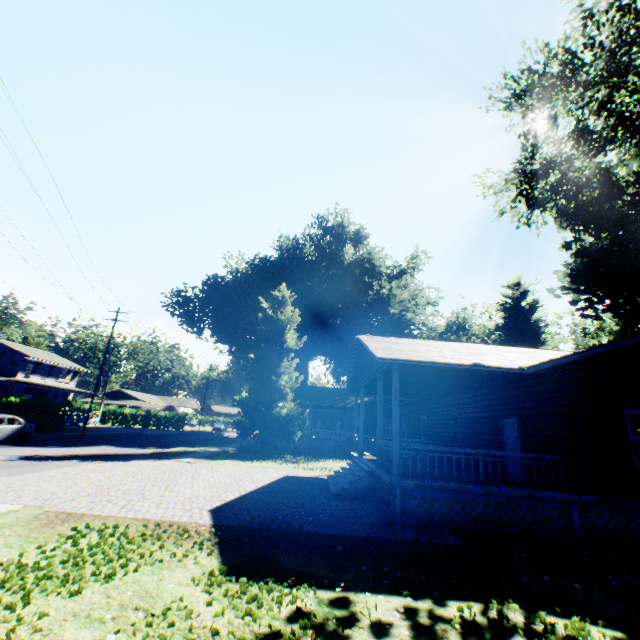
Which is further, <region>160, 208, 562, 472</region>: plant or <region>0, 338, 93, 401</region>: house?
<region>0, 338, 93, 401</region>: house

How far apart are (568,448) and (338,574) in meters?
8.1 m

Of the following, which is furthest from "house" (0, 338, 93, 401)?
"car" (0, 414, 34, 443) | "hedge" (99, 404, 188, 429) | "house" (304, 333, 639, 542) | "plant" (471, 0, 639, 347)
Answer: "house" (304, 333, 639, 542)

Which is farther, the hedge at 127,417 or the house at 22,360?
the hedge at 127,417

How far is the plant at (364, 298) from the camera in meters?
24.9

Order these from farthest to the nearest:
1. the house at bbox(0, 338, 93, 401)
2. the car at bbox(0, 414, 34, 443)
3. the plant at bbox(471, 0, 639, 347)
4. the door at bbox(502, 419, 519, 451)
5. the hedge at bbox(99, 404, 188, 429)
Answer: the hedge at bbox(99, 404, 188, 429)
the house at bbox(0, 338, 93, 401)
the car at bbox(0, 414, 34, 443)
the plant at bbox(471, 0, 639, 347)
the door at bbox(502, 419, 519, 451)

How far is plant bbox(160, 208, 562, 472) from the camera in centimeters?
2494cm

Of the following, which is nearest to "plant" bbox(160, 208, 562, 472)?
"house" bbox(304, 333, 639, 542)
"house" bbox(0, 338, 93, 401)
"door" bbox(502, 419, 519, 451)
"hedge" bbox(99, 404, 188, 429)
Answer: "house" bbox(304, 333, 639, 542)
